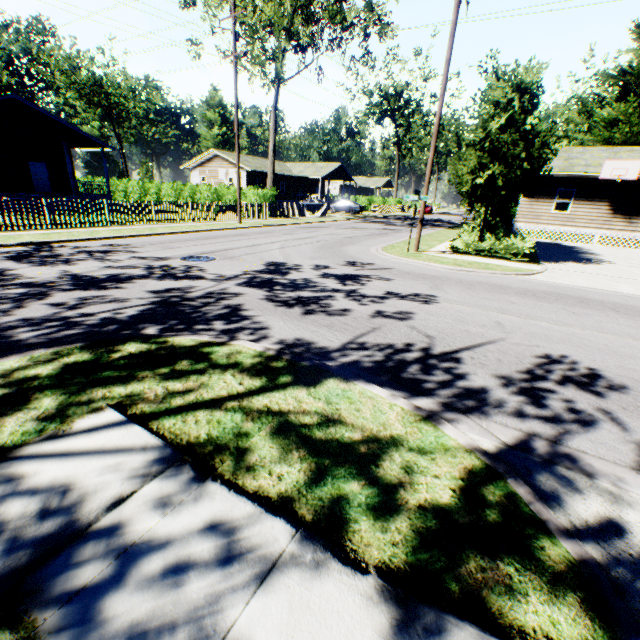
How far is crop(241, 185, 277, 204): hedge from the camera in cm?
2589

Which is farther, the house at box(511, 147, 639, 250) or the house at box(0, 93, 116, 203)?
the house at box(511, 147, 639, 250)

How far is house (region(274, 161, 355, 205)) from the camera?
46.2 meters

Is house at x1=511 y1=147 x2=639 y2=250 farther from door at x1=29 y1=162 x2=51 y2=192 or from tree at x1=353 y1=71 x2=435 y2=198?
door at x1=29 y1=162 x2=51 y2=192

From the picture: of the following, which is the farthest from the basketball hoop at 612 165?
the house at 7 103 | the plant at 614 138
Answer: the house at 7 103

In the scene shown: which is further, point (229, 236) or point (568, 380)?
point (229, 236)

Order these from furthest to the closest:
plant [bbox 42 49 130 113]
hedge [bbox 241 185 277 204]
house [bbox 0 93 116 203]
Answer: plant [bbox 42 49 130 113] < hedge [bbox 241 185 277 204] < house [bbox 0 93 116 203]

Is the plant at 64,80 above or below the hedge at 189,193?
above
